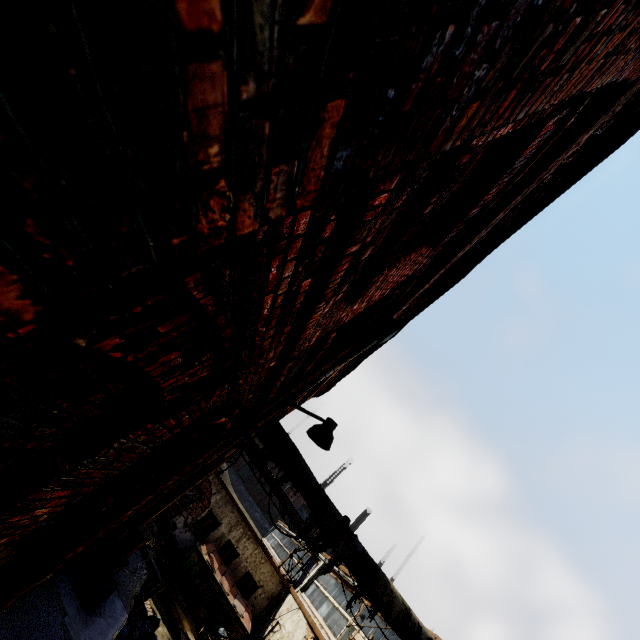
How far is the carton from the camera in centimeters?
1400cm

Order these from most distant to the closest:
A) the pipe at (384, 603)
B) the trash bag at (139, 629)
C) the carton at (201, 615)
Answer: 1. the carton at (201, 615)
2. the trash bag at (139, 629)
3. the pipe at (384, 603)

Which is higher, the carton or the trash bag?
the trash bag

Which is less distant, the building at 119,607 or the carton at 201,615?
the building at 119,607

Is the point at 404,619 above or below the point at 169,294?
above

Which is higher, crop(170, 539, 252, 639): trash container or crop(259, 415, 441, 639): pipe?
crop(259, 415, 441, 639): pipe

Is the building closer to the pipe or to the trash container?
the pipe

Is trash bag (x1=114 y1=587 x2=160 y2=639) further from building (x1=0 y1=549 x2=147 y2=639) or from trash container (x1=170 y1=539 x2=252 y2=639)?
trash container (x1=170 y1=539 x2=252 y2=639)
